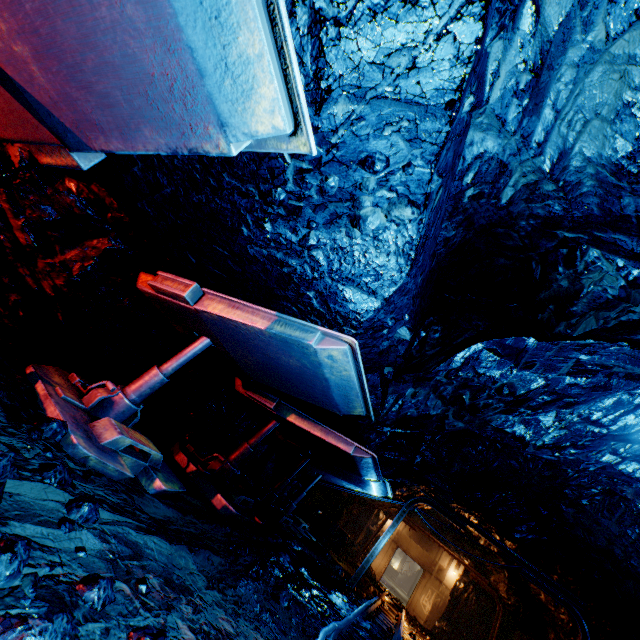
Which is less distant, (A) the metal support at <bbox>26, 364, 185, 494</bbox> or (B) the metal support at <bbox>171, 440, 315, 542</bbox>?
(A) the metal support at <bbox>26, 364, 185, 494</bbox>

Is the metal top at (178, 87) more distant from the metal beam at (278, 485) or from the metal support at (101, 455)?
the metal beam at (278, 485)

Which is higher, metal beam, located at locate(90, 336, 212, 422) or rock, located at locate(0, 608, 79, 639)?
metal beam, located at locate(90, 336, 212, 422)

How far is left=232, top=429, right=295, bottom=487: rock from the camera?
9.9 meters

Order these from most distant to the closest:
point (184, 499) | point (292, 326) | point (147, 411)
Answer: point (147, 411), point (184, 499), point (292, 326)

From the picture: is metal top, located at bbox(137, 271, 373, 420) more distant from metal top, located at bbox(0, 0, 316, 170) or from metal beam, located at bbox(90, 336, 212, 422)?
metal top, located at bbox(0, 0, 316, 170)

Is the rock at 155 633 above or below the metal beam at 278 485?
below

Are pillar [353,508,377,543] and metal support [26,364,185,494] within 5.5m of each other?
no
